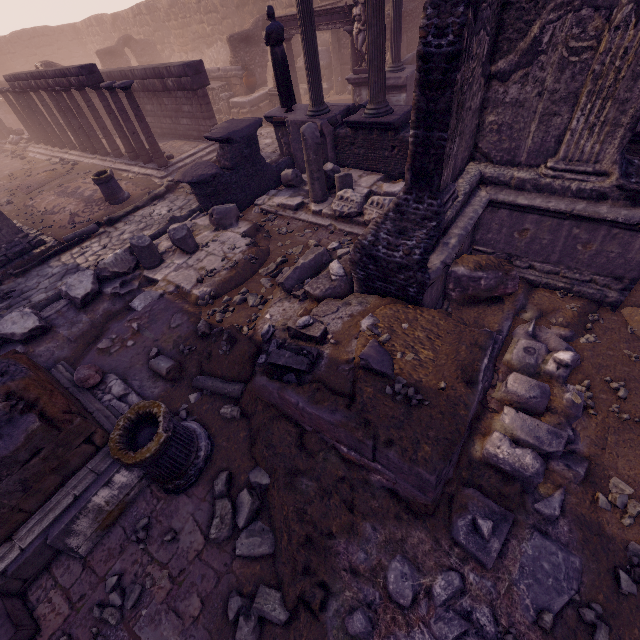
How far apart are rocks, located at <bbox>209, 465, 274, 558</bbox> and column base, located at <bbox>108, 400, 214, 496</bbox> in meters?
0.2 m

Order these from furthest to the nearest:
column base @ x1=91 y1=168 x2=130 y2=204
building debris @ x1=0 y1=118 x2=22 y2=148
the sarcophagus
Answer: building debris @ x1=0 y1=118 x2=22 y2=148 < the sarcophagus < column base @ x1=91 y1=168 x2=130 y2=204

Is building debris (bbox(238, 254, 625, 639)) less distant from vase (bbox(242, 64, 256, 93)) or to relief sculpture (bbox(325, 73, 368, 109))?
relief sculpture (bbox(325, 73, 368, 109))

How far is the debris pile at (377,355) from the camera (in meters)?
3.51

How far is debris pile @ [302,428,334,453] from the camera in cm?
379

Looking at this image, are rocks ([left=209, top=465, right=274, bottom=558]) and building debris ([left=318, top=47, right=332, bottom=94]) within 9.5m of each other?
no

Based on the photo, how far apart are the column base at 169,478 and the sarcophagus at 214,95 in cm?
1853

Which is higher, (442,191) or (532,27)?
(532,27)
